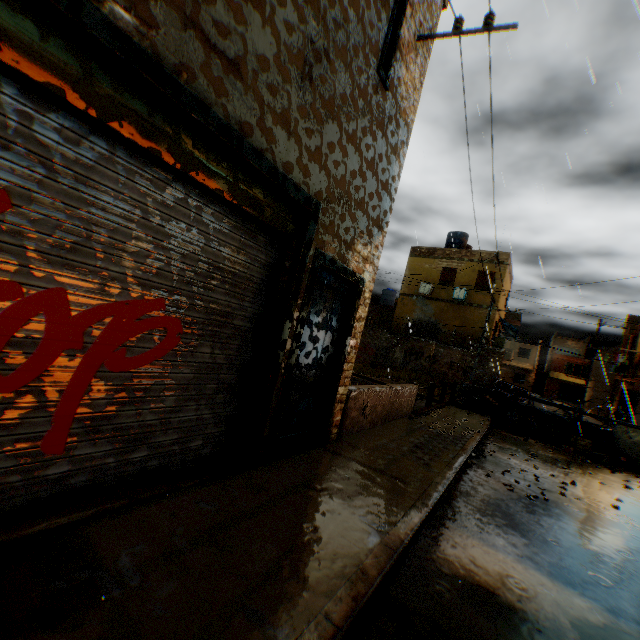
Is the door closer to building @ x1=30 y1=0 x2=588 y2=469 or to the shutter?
building @ x1=30 y1=0 x2=588 y2=469

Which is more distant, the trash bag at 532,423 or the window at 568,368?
the window at 568,368

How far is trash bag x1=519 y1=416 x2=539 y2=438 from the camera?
12.15m

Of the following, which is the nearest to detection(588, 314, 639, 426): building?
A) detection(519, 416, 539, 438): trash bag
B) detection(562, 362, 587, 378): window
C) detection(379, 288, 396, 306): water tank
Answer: detection(379, 288, 396, 306): water tank

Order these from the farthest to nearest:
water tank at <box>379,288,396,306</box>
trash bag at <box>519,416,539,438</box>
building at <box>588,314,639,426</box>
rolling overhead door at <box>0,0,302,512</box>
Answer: water tank at <box>379,288,396,306</box>
building at <box>588,314,639,426</box>
trash bag at <box>519,416,539,438</box>
rolling overhead door at <box>0,0,302,512</box>

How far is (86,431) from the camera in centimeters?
263cm

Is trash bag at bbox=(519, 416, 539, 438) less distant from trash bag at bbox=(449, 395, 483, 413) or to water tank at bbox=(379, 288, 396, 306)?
trash bag at bbox=(449, 395, 483, 413)

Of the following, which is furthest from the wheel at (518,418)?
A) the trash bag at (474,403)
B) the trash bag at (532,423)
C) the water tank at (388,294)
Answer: the water tank at (388,294)
